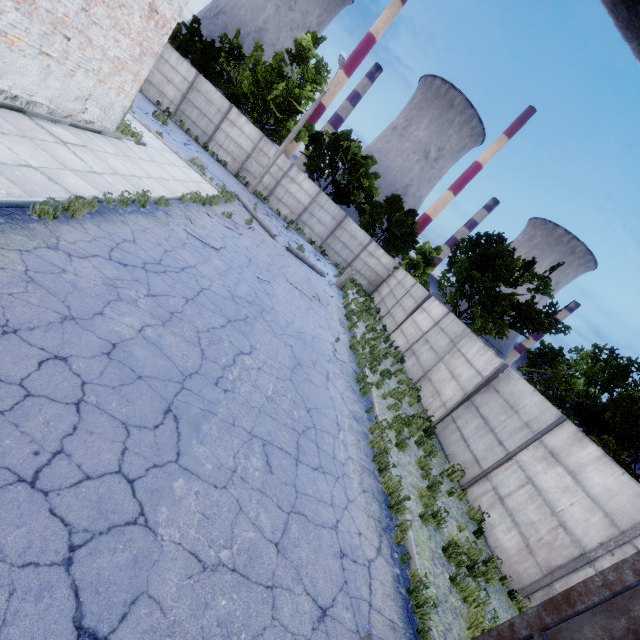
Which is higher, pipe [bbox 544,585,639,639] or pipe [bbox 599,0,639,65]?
pipe [bbox 599,0,639,65]

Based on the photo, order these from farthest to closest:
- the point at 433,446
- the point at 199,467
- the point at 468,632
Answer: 1. the point at 433,446
2. the point at 468,632
3. the point at 199,467

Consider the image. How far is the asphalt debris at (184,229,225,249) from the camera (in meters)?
9.75

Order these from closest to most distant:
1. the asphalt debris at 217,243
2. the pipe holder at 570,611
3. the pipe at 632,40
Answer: the pipe at 632,40 < the pipe holder at 570,611 < the asphalt debris at 217,243

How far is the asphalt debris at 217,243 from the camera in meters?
9.7 m

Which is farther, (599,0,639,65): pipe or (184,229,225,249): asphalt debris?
(184,229,225,249): asphalt debris

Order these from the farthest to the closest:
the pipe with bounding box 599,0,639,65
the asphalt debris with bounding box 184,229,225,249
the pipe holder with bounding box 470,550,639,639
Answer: the asphalt debris with bounding box 184,229,225,249 → the pipe holder with bounding box 470,550,639,639 → the pipe with bounding box 599,0,639,65
